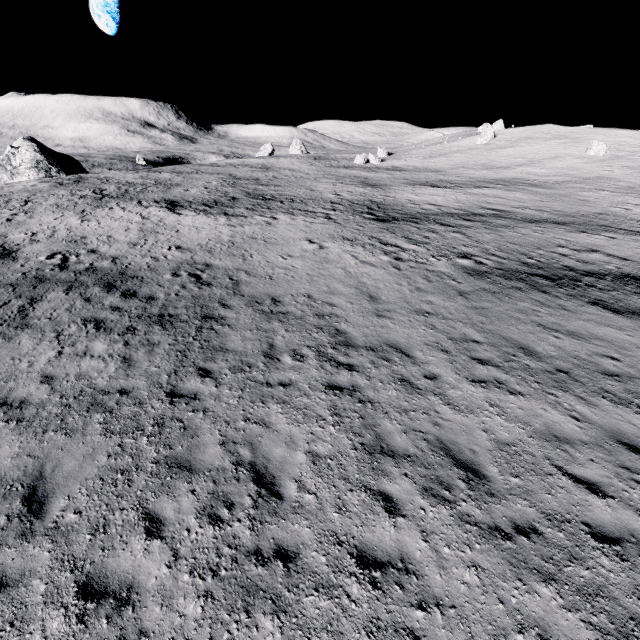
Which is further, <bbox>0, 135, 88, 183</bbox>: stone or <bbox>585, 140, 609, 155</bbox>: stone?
<bbox>585, 140, 609, 155</bbox>: stone

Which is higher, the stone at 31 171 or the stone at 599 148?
the stone at 599 148

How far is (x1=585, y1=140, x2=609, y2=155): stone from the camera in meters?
56.3 m

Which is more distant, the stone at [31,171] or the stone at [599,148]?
the stone at [599,148]

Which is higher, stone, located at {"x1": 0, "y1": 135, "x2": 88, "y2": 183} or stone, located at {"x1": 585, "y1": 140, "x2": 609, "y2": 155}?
stone, located at {"x1": 585, "y1": 140, "x2": 609, "y2": 155}

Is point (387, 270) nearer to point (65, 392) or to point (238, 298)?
point (238, 298)
